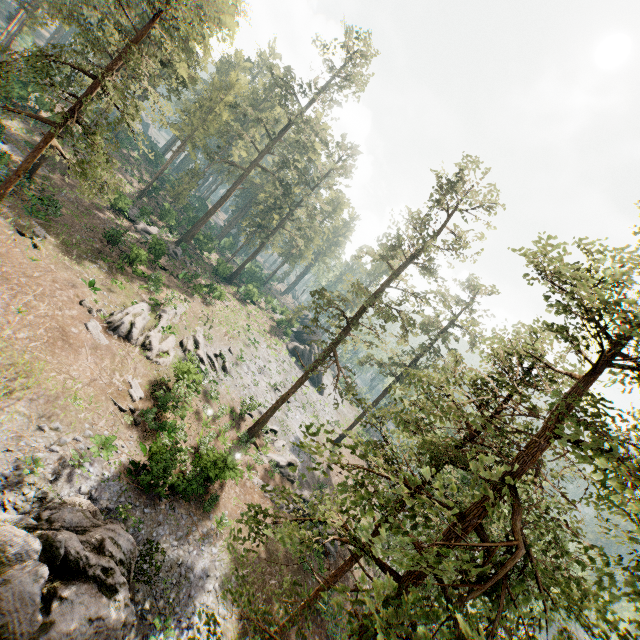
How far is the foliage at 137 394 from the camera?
20.8 meters

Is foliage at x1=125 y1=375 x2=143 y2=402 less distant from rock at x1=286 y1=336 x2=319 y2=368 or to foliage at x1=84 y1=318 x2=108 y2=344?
foliage at x1=84 y1=318 x2=108 y2=344

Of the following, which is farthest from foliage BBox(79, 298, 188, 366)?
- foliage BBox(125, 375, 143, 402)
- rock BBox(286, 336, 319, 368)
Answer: foliage BBox(125, 375, 143, 402)

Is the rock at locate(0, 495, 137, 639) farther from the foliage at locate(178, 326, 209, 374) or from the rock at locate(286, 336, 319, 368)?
the rock at locate(286, 336, 319, 368)

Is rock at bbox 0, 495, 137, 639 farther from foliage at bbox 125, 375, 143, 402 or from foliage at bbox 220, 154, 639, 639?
foliage at bbox 125, 375, 143, 402

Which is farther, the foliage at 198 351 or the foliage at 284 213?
the foliage at 198 351

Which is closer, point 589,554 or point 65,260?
point 589,554

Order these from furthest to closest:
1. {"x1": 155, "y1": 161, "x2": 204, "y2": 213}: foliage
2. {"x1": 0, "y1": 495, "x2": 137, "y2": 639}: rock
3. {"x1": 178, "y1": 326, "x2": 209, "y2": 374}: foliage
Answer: {"x1": 155, "y1": 161, "x2": 204, "y2": 213}: foliage < {"x1": 178, "y1": 326, "x2": 209, "y2": 374}: foliage < {"x1": 0, "y1": 495, "x2": 137, "y2": 639}: rock
